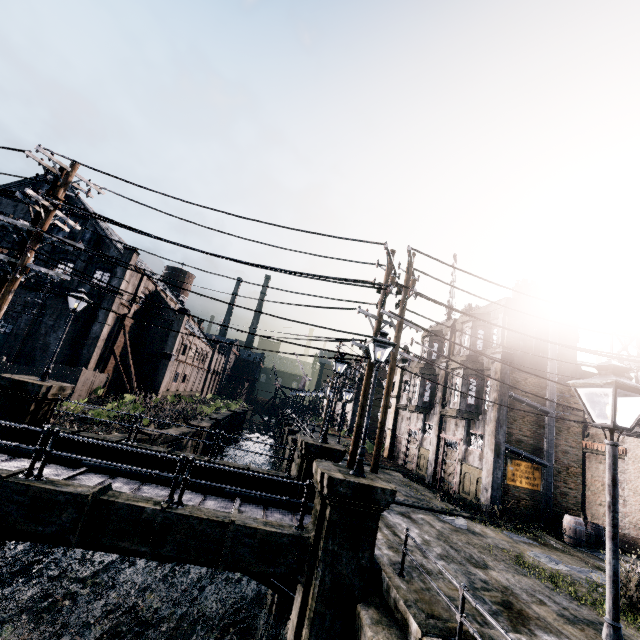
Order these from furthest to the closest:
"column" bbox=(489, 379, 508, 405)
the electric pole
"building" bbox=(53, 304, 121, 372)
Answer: "building" bbox=(53, 304, 121, 372) → "column" bbox=(489, 379, 508, 405) → the electric pole

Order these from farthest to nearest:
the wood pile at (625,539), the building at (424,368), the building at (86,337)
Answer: the building at (86,337) → the building at (424,368) → the wood pile at (625,539)

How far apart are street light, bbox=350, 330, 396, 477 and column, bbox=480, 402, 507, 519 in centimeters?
1338cm

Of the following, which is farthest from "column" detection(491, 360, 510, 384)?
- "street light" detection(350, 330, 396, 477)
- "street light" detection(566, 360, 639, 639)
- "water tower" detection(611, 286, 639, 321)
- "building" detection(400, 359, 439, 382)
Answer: "water tower" detection(611, 286, 639, 321)

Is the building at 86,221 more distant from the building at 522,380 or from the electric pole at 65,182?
the building at 522,380

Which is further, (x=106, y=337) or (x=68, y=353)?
(x=106, y=337)

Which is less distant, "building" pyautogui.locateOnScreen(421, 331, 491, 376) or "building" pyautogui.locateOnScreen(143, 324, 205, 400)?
"building" pyautogui.locateOnScreen(421, 331, 491, 376)
